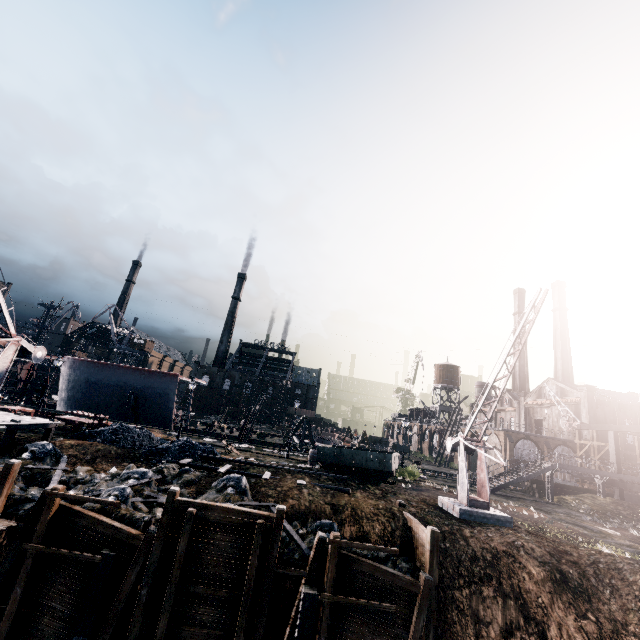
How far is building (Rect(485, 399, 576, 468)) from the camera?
50.0 meters

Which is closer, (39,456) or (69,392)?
(39,456)

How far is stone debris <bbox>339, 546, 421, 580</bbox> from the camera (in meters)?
13.85

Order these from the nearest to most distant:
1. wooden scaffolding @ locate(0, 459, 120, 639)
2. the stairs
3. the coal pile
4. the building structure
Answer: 1. wooden scaffolding @ locate(0, 459, 120, 639)
2. the coal pile
3. the stairs
4. the building structure

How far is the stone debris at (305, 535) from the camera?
14.7 meters

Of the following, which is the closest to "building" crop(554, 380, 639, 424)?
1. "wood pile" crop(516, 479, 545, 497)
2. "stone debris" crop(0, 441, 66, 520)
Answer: "wood pile" crop(516, 479, 545, 497)

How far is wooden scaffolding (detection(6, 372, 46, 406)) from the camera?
38.3 meters
